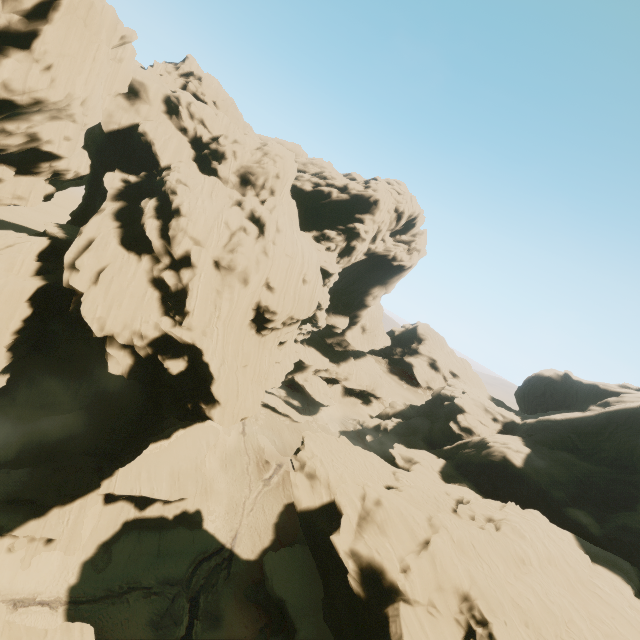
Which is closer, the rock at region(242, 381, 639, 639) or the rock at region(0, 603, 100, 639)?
the rock at region(0, 603, 100, 639)

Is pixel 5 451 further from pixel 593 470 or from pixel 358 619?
pixel 593 470

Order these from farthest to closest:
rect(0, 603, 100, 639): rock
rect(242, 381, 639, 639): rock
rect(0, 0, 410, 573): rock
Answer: rect(0, 0, 410, 573): rock
rect(242, 381, 639, 639): rock
rect(0, 603, 100, 639): rock

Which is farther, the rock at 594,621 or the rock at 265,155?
the rock at 265,155
